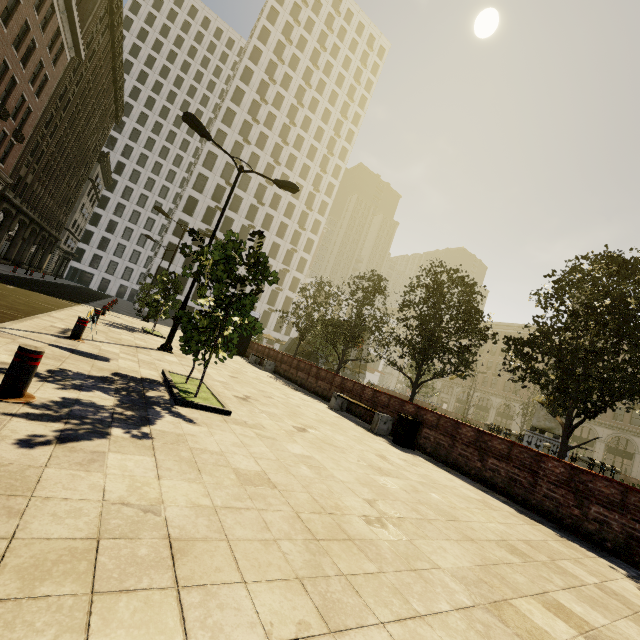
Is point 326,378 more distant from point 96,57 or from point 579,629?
point 96,57

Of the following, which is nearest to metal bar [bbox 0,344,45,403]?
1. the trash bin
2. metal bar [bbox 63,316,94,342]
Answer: metal bar [bbox 63,316,94,342]

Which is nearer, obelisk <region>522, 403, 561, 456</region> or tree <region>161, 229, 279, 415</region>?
tree <region>161, 229, 279, 415</region>

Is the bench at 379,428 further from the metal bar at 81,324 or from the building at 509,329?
the building at 509,329

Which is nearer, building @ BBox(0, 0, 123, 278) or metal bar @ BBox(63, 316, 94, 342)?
metal bar @ BBox(63, 316, 94, 342)

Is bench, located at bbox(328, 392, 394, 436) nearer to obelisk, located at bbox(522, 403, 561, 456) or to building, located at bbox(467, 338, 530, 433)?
obelisk, located at bbox(522, 403, 561, 456)

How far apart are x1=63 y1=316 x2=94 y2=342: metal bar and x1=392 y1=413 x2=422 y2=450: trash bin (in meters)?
8.42

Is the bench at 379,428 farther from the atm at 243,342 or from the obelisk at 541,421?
the obelisk at 541,421
